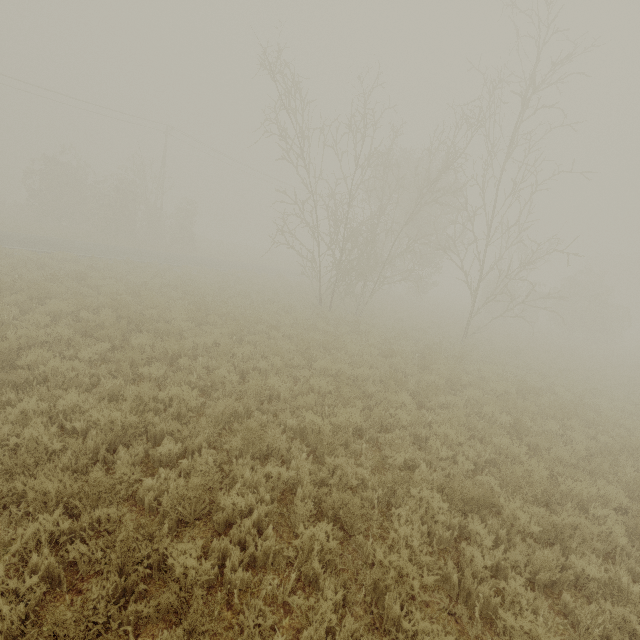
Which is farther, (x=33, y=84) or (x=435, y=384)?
(x=33, y=84)
